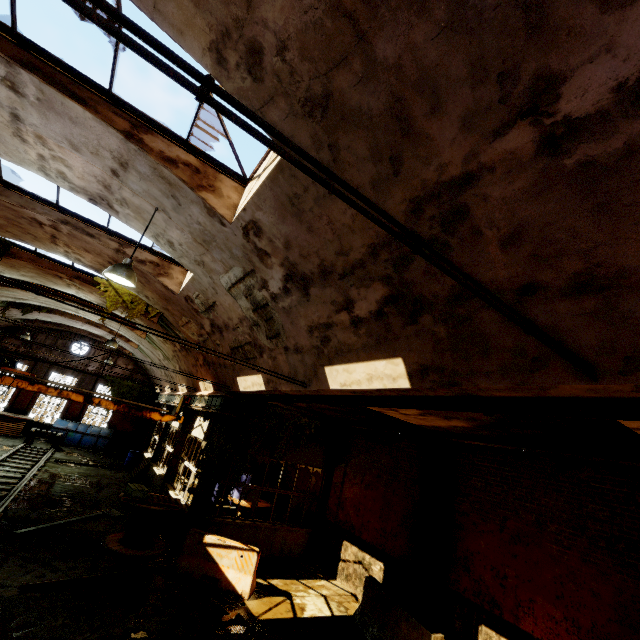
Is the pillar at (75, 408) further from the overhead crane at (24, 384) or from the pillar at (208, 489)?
the pillar at (208, 489)

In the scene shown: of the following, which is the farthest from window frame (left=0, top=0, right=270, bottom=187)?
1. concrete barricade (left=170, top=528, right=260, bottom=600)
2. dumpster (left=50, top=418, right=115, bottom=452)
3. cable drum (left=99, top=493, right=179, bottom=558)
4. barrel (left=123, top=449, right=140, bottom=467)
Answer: barrel (left=123, top=449, right=140, bottom=467)

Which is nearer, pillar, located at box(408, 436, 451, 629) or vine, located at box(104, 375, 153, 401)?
pillar, located at box(408, 436, 451, 629)

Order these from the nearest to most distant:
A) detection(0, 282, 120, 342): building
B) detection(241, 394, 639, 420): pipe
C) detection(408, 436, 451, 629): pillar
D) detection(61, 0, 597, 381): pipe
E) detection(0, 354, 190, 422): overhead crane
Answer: detection(61, 0, 597, 381): pipe, detection(241, 394, 639, 420): pipe, detection(408, 436, 451, 629): pillar, detection(0, 354, 190, 422): overhead crane, detection(0, 282, 120, 342): building

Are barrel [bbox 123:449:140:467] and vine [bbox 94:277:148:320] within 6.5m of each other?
no

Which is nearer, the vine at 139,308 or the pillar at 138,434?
the vine at 139,308

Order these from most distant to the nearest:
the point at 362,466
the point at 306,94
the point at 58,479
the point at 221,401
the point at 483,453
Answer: the point at 58,479 < the point at 362,466 < the point at 221,401 < the point at 483,453 < the point at 306,94

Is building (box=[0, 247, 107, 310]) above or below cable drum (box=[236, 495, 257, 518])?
above
